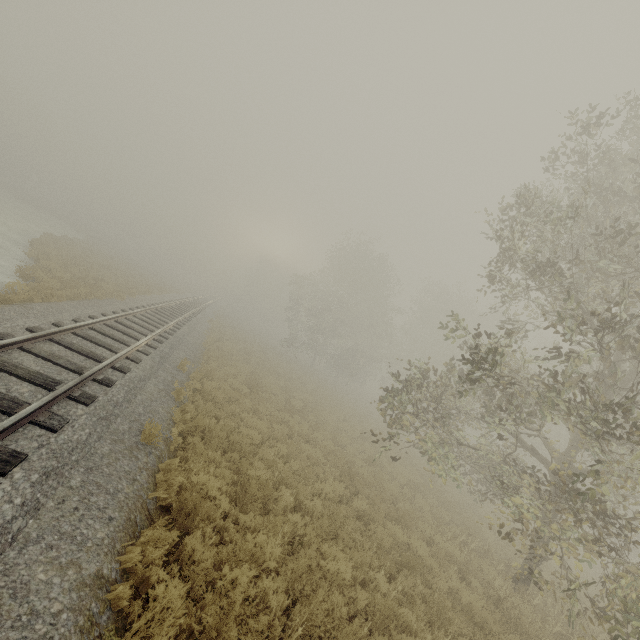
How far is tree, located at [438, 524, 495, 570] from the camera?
9.5m

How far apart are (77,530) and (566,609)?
14.2m

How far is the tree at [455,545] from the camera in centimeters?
952cm
